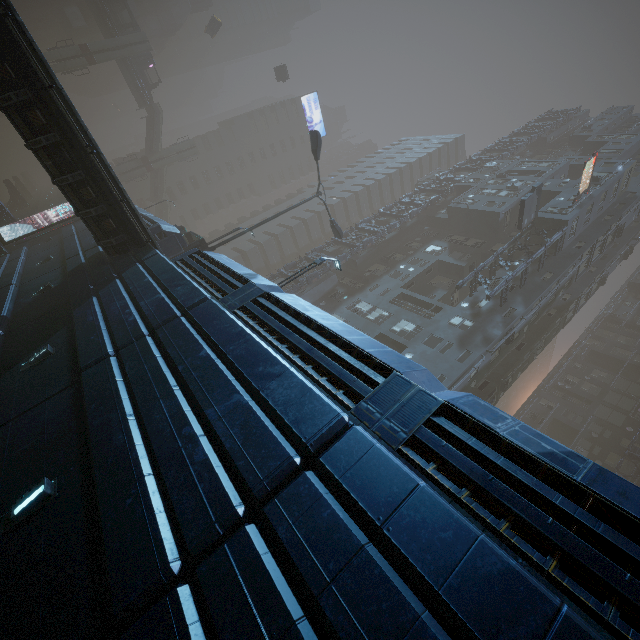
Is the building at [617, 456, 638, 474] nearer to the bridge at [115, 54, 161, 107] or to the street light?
the street light

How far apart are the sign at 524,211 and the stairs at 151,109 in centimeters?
5358cm

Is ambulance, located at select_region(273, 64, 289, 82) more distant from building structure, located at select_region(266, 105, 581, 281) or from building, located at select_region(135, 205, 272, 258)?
building structure, located at select_region(266, 105, 581, 281)

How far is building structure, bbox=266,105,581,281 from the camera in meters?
35.9

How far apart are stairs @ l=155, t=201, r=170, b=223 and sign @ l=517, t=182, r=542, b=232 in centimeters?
5351cm

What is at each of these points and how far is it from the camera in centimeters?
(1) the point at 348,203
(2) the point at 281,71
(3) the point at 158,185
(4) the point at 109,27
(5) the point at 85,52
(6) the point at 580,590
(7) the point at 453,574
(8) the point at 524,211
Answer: (1) building, 5778cm
(2) ambulance, 4962cm
(3) stairs, 5462cm
(4) bridge, 4491cm
(5) sm, 4269cm
(6) building, 317cm
(7) building, 315cm
(8) sign, 2773cm

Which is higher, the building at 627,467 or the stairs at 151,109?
the building at 627,467

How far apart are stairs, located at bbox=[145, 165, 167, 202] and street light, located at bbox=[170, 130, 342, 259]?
41.8m
